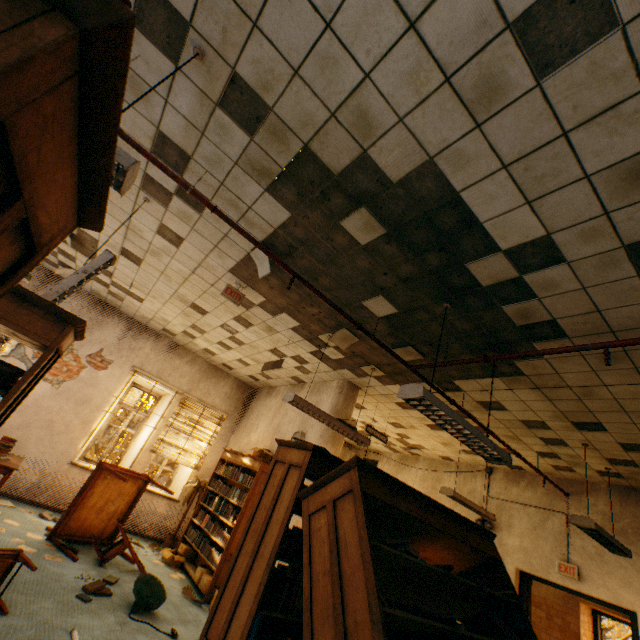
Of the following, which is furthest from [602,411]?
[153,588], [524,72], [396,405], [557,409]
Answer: [153,588]

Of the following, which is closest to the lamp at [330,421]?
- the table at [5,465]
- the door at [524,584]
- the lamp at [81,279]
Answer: the lamp at [81,279]

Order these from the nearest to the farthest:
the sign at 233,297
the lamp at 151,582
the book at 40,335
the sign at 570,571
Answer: the book at 40,335 → the lamp at 151,582 → the sign at 233,297 → the sign at 570,571

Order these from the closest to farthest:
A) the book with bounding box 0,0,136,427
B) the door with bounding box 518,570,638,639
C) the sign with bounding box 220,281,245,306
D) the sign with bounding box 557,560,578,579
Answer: the book with bounding box 0,0,136,427, the sign with bounding box 220,281,245,306, the door with bounding box 518,570,638,639, the sign with bounding box 557,560,578,579

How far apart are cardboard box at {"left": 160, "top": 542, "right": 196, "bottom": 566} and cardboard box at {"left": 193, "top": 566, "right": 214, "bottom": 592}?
0.7m

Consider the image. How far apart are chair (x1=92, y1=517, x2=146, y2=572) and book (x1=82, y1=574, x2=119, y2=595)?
0.8m

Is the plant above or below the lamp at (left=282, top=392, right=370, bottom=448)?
below

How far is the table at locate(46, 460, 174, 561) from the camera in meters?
5.0 m
